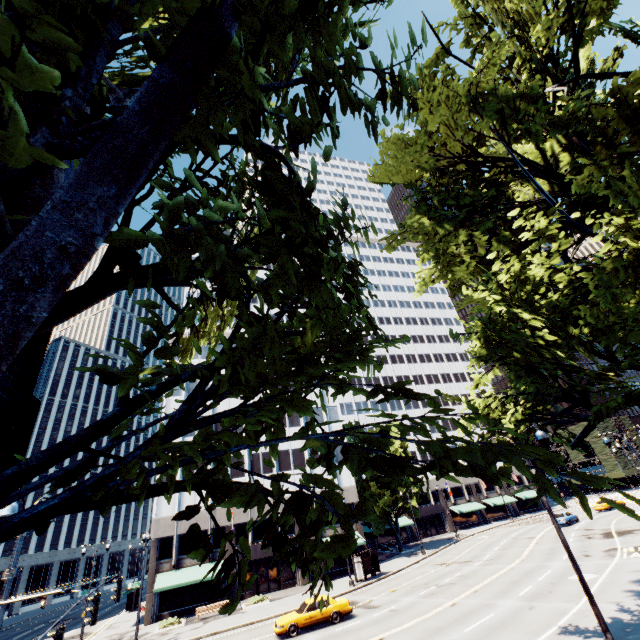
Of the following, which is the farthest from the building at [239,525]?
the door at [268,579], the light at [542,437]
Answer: the light at [542,437]

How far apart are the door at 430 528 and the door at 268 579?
33.3 meters

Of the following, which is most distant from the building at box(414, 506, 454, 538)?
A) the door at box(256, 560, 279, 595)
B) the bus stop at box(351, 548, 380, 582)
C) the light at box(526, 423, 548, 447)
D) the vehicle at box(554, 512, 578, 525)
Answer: the light at box(526, 423, 548, 447)

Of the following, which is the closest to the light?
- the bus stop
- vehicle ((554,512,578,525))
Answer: the bus stop

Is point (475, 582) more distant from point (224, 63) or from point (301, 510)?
point (224, 63)

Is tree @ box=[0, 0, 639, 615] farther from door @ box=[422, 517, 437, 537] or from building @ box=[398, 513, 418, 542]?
door @ box=[422, 517, 437, 537]

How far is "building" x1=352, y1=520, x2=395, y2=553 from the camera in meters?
39.5 m

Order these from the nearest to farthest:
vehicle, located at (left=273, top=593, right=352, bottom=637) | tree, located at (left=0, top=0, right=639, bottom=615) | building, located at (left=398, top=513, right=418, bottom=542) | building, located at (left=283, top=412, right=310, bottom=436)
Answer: tree, located at (left=0, top=0, right=639, bottom=615), vehicle, located at (left=273, top=593, right=352, bottom=637), building, located at (left=283, top=412, right=310, bottom=436), building, located at (left=398, top=513, right=418, bottom=542)
